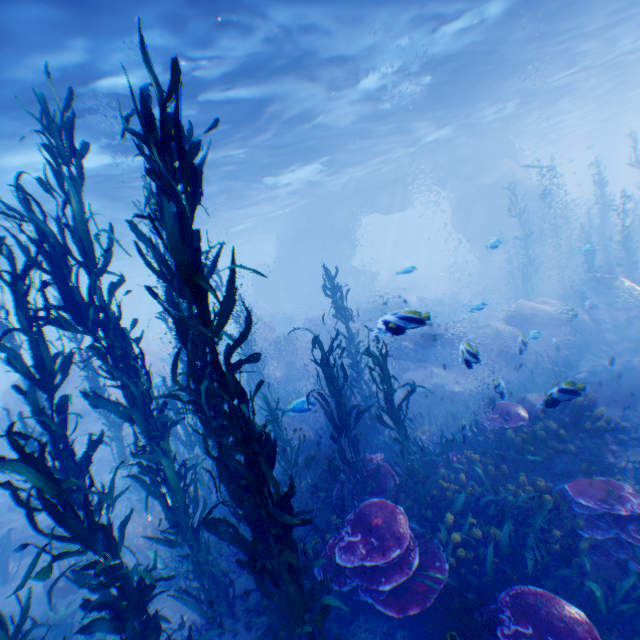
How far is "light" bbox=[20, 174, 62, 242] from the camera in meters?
13.0

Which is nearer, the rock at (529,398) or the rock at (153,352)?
the rock at (529,398)

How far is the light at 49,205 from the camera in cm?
1302

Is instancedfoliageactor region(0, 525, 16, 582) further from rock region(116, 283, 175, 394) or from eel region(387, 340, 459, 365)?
eel region(387, 340, 459, 365)

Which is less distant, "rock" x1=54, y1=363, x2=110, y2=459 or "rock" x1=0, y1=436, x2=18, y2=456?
"rock" x1=0, y1=436, x2=18, y2=456

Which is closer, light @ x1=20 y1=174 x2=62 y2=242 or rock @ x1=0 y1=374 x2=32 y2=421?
light @ x1=20 y1=174 x2=62 y2=242

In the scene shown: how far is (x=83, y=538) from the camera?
3.0m
